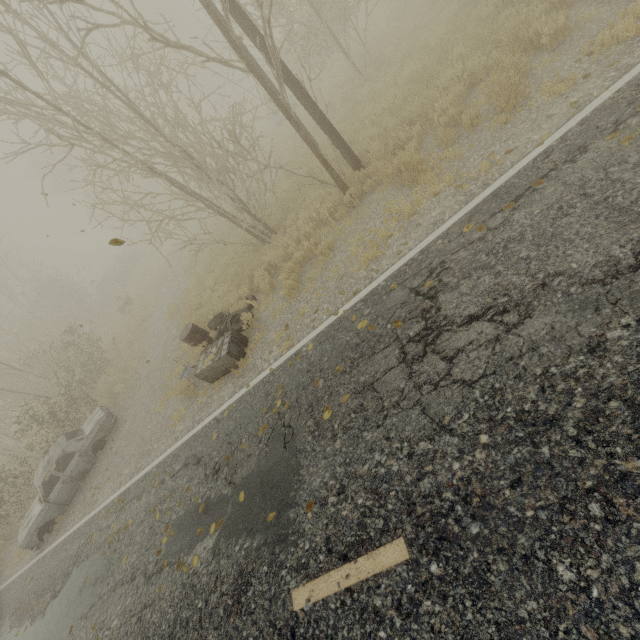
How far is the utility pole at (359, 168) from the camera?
7.1 meters

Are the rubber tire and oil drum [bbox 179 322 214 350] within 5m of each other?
yes

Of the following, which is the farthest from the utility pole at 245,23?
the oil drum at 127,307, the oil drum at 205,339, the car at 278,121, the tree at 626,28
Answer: the oil drum at 127,307

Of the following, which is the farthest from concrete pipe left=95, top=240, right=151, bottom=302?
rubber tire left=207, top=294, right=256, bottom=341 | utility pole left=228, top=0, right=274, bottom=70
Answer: utility pole left=228, top=0, right=274, bottom=70

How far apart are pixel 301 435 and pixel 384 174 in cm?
589

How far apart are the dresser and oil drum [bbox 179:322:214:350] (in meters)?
0.54

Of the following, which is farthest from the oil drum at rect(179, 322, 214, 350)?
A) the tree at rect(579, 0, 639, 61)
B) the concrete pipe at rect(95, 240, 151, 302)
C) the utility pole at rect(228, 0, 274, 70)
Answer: the concrete pipe at rect(95, 240, 151, 302)

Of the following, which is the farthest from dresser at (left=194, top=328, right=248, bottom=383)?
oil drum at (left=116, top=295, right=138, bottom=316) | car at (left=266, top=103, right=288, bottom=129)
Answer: oil drum at (left=116, top=295, right=138, bottom=316)
